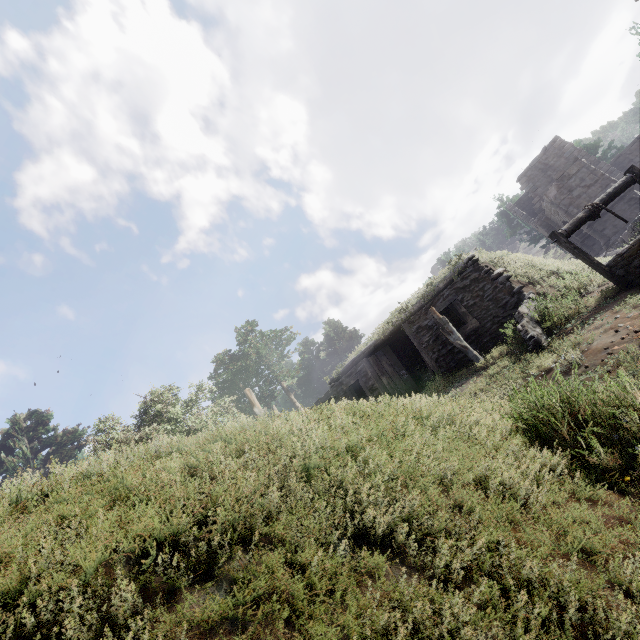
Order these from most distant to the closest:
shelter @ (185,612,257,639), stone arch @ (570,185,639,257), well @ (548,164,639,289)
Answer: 1. stone arch @ (570,185,639,257)
2. well @ (548,164,639,289)
3. shelter @ (185,612,257,639)

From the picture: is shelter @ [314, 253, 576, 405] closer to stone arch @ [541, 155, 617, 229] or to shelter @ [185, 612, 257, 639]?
shelter @ [185, 612, 257, 639]

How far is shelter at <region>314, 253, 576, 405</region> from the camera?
9.88m

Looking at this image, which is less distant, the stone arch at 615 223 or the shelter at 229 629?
the shelter at 229 629

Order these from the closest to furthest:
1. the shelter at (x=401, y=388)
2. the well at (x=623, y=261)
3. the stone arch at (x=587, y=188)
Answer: the well at (x=623, y=261) → the shelter at (x=401, y=388) → the stone arch at (x=587, y=188)

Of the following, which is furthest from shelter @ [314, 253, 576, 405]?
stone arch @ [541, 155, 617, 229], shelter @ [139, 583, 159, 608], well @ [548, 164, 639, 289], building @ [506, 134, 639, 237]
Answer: building @ [506, 134, 639, 237]

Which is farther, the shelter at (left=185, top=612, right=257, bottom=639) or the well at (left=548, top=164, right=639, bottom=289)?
the well at (left=548, top=164, right=639, bottom=289)

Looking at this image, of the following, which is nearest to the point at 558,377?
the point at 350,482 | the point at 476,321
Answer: the point at 350,482
